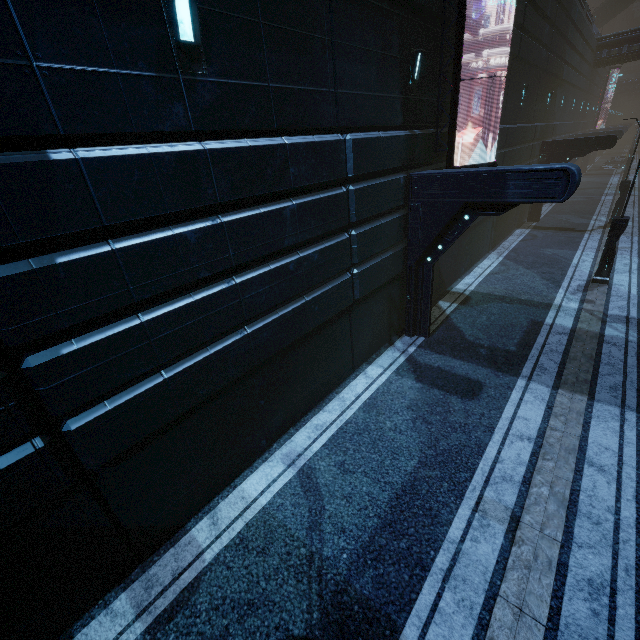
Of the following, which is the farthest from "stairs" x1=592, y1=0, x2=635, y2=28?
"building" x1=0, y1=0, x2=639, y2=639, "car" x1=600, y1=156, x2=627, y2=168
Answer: "car" x1=600, y1=156, x2=627, y2=168

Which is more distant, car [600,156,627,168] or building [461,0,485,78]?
car [600,156,627,168]

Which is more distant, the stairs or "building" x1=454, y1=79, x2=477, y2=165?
the stairs

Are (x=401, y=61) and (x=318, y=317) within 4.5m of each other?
no

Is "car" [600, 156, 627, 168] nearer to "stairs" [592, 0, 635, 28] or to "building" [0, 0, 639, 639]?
"building" [0, 0, 639, 639]

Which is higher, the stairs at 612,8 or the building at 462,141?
the stairs at 612,8

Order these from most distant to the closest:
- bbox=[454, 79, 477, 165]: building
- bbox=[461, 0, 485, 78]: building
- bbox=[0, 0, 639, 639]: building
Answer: bbox=[454, 79, 477, 165]: building
bbox=[461, 0, 485, 78]: building
bbox=[0, 0, 639, 639]: building

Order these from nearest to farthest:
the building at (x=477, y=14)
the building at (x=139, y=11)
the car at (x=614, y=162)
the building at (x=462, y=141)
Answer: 1. the building at (x=139, y=11)
2. the building at (x=477, y=14)
3. the building at (x=462, y=141)
4. the car at (x=614, y=162)
